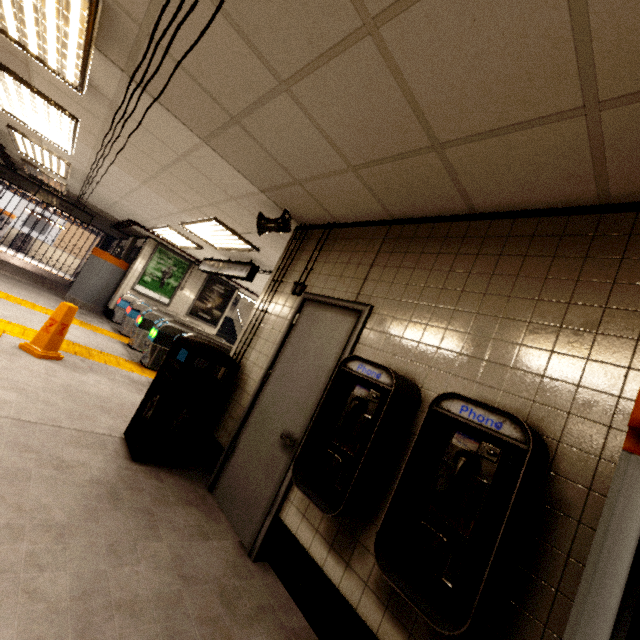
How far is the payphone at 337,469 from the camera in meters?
1.8

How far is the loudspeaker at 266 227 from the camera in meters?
3.8 m

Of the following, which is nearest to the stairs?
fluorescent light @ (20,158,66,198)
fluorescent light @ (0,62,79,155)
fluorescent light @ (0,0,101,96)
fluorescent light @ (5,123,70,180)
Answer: fluorescent light @ (20,158,66,198)

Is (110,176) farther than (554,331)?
Yes

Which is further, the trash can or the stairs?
the stairs

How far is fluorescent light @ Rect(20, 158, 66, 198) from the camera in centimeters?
826cm

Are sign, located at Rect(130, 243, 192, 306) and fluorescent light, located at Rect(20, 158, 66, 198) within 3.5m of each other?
yes

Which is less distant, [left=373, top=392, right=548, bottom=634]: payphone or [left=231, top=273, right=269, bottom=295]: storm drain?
[left=373, top=392, right=548, bottom=634]: payphone
